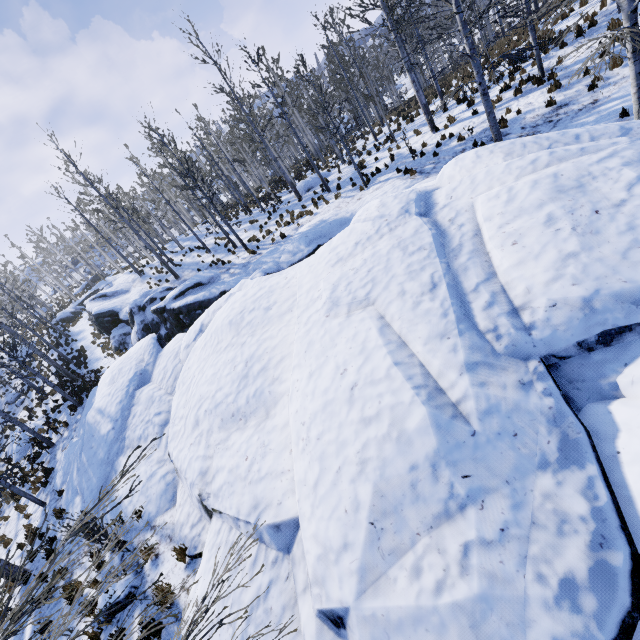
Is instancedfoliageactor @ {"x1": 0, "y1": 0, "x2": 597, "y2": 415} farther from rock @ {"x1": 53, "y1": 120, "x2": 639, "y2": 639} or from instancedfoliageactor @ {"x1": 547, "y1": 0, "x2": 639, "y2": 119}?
instancedfoliageactor @ {"x1": 547, "y1": 0, "x2": 639, "y2": 119}

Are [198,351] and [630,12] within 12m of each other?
no

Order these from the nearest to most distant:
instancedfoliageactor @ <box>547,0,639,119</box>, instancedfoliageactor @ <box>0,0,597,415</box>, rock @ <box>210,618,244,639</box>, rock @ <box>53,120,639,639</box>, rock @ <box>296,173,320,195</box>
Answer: rock @ <box>53,120,639,639</box> < rock @ <box>210,618,244,639</box> < instancedfoliageactor @ <box>547,0,639,119</box> < instancedfoliageactor @ <box>0,0,597,415</box> < rock @ <box>296,173,320,195</box>

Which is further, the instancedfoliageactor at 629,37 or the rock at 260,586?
the instancedfoliageactor at 629,37

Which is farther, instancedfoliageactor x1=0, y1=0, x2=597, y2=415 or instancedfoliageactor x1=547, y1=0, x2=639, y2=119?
instancedfoliageactor x1=0, y1=0, x2=597, y2=415

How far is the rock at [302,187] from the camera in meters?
24.0 m

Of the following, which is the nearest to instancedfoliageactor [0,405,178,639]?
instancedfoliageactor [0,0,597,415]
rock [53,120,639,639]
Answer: rock [53,120,639,639]
